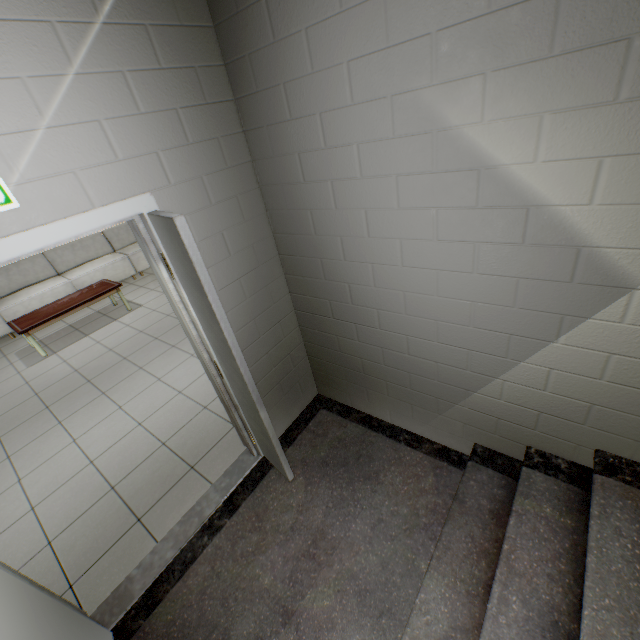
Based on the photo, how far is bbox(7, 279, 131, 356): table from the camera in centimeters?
496cm

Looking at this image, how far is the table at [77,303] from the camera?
5.0 meters

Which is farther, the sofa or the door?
the sofa

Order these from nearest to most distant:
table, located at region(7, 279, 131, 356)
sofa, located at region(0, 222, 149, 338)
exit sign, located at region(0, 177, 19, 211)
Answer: exit sign, located at region(0, 177, 19, 211)
table, located at region(7, 279, 131, 356)
sofa, located at region(0, 222, 149, 338)

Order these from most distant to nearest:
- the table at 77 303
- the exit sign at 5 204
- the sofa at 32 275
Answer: the sofa at 32 275
the table at 77 303
the exit sign at 5 204

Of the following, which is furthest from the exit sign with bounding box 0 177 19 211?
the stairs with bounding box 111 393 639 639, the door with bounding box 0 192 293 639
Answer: the stairs with bounding box 111 393 639 639

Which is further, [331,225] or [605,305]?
[331,225]

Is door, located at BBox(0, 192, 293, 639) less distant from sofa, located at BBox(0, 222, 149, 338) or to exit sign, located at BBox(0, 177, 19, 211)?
exit sign, located at BBox(0, 177, 19, 211)
